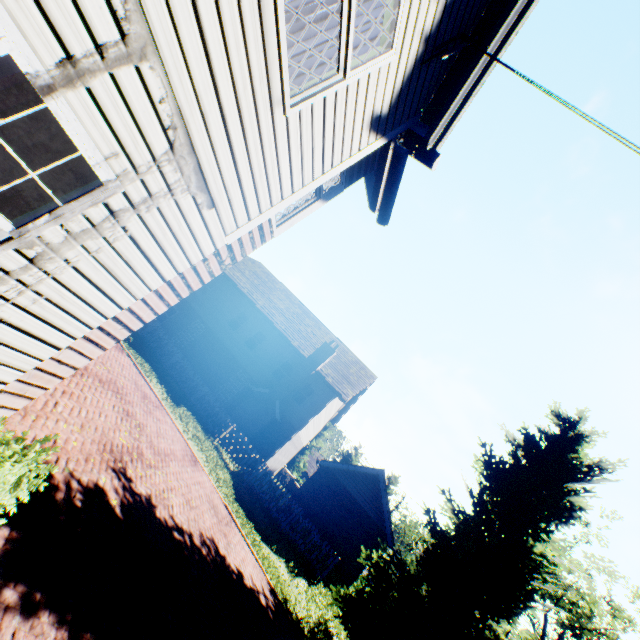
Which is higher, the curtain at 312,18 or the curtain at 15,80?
the curtain at 312,18

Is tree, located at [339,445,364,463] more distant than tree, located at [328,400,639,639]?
Yes

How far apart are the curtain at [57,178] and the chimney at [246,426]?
18.0 meters

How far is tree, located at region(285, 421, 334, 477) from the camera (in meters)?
42.19

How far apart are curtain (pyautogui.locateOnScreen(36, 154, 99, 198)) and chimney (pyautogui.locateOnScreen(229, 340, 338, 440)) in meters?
18.0

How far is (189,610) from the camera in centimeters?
586cm

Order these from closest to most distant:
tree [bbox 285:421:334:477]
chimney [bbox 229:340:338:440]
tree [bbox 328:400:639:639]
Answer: tree [bbox 328:400:639:639] → chimney [bbox 229:340:338:440] → tree [bbox 285:421:334:477]
